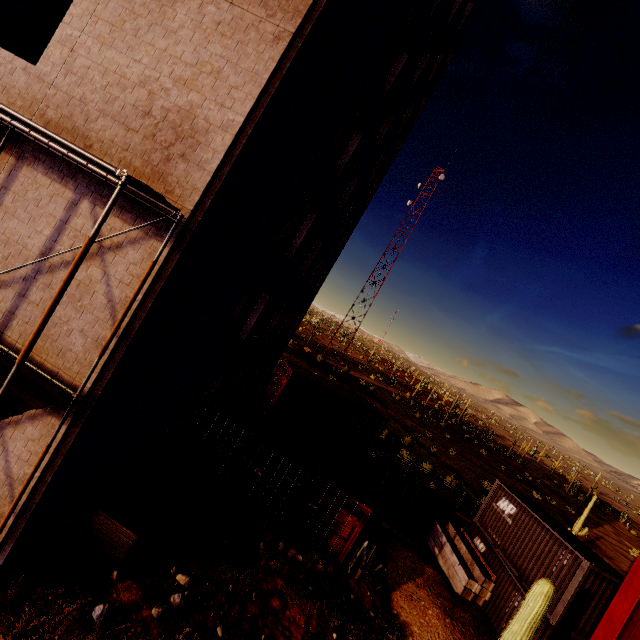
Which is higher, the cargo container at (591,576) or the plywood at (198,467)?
the cargo container at (591,576)

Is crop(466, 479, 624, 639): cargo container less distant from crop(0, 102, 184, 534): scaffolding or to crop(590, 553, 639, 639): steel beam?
crop(590, 553, 639, 639): steel beam

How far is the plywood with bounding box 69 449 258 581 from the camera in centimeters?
798cm

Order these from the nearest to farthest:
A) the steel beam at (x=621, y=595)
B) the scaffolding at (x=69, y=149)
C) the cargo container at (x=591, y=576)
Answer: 1. the scaffolding at (x=69, y=149)
2. the steel beam at (x=621, y=595)
3. the cargo container at (x=591, y=576)

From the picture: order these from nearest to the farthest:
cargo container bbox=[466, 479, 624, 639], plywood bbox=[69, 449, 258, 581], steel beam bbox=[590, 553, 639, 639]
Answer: steel beam bbox=[590, 553, 639, 639]
plywood bbox=[69, 449, 258, 581]
cargo container bbox=[466, 479, 624, 639]

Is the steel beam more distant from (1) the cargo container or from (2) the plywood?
(2) the plywood

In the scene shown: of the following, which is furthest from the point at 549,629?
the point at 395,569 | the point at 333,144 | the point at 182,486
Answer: the point at 333,144
